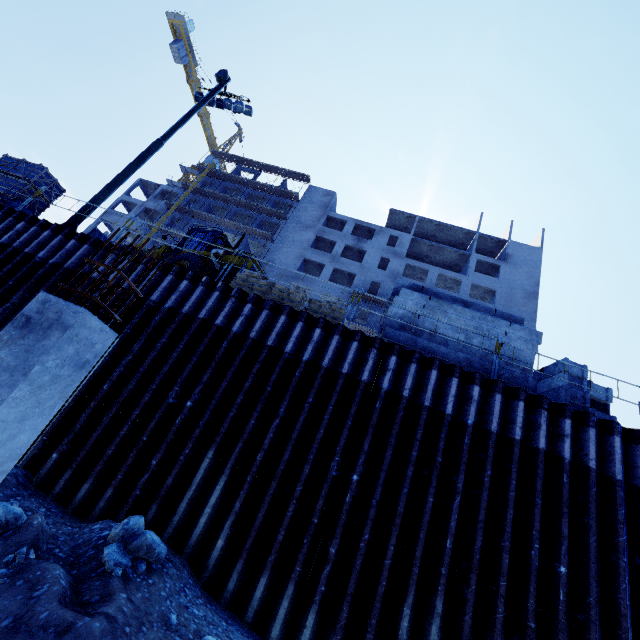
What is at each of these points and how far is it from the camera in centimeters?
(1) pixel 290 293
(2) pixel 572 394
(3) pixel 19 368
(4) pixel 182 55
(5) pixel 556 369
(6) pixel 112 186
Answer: (1) bagged concrete mix, 999cm
(2) concrete beam, 792cm
(3) concrete column, 302cm
(4) tower crane, 5175cm
(5) concrete beam, 850cm
(6) floodlight pole, 1201cm

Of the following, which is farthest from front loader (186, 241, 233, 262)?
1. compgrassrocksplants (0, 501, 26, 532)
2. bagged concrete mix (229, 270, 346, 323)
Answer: compgrassrocksplants (0, 501, 26, 532)

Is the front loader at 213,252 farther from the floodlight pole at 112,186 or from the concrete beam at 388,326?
the concrete beam at 388,326

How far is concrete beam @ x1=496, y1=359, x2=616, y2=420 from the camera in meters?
7.8

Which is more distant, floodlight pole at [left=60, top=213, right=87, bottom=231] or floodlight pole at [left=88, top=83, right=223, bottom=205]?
floodlight pole at [left=88, top=83, right=223, bottom=205]

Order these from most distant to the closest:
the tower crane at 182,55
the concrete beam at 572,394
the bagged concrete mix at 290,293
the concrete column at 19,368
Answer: the tower crane at 182,55
the bagged concrete mix at 290,293
the concrete beam at 572,394
the concrete column at 19,368

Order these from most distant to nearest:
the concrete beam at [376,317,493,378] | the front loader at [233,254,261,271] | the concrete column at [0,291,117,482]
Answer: the front loader at [233,254,261,271] → the concrete beam at [376,317,493,378] → the concrete column at [0,291,117,482]
